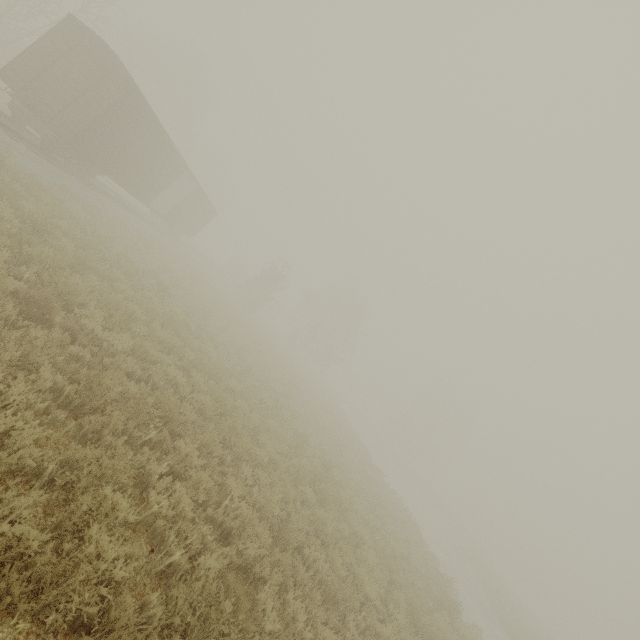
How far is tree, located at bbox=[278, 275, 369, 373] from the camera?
45.47m

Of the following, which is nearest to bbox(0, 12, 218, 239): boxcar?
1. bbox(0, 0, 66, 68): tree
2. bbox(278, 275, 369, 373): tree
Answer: bbox(0, 0, 66, 68): tree

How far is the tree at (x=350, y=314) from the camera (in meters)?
45.47

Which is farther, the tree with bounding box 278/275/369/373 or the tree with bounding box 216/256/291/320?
the tree with bounding box 278/275/369/373

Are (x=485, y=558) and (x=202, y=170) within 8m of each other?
no

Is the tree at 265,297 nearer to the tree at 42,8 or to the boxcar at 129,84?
the tree at 42,8

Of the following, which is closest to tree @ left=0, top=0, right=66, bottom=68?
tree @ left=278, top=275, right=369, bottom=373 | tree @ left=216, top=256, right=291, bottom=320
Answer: tree @ left=216, top=256, right=291, bottom=320

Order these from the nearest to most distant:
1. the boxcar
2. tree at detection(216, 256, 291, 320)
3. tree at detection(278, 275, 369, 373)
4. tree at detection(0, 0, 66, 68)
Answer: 1. the boxcar
2. tree at detection(0, 0, 66, 68)
3. tree at detection(216, 256, 291, 320)
4. tree at detection(278, 275, 369, 373)
